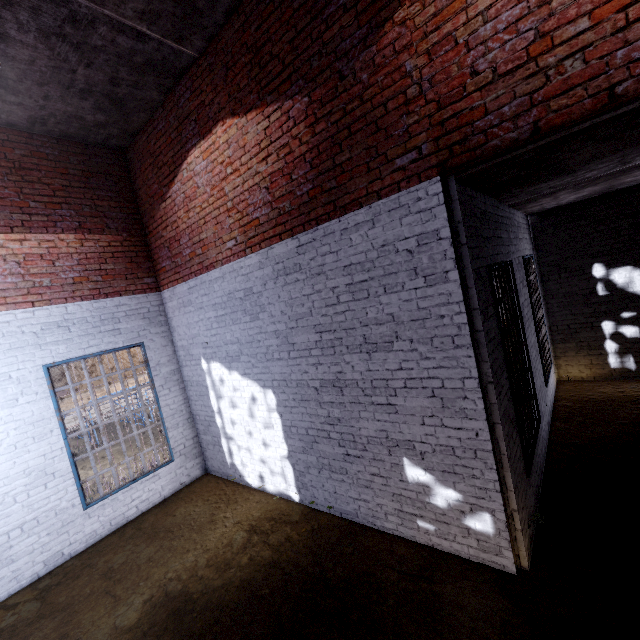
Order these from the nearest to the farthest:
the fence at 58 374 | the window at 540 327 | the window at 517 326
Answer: the window at 517 326 → the window at 540 327 → the fence at 58 374

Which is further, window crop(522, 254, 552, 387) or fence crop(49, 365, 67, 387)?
fence crop(49, 365, 67, 387)

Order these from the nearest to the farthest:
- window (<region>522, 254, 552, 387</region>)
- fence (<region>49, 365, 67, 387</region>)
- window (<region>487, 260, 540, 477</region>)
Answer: window (<region>487, 260, 540, 477</region>), window (<region>522, 254, 552, 387</region>), fence (<region>49, 365, 67, 387</region>)

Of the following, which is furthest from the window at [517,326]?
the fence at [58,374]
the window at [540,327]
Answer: the fence at [58,374]

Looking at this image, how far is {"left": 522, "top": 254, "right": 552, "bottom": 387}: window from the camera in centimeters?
602cm

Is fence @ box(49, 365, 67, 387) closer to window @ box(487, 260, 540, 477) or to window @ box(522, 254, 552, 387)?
window @ box(522, 254, 552, 387)

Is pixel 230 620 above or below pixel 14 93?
below

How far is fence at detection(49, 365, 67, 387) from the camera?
33.5 meters
